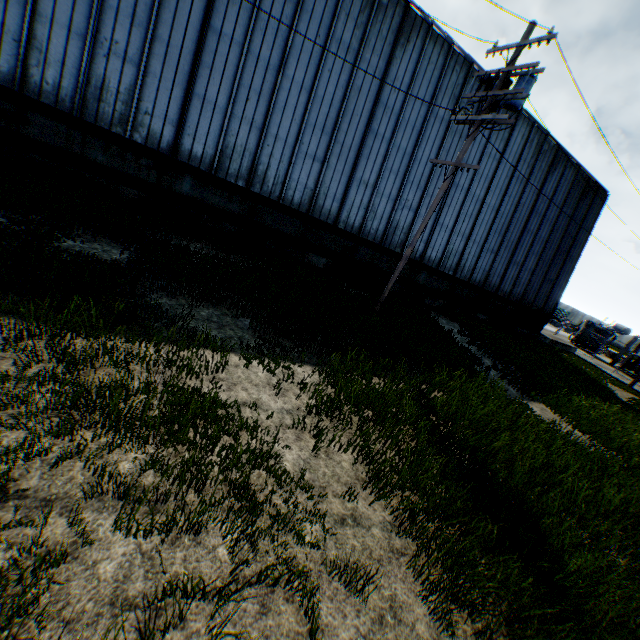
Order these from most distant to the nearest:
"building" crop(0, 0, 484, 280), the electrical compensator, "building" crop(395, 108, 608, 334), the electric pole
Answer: the electrical compensator
"building" crop(395, 108, 608, 334)
"building" crop(0, 0, 484, 280)
the electric pole

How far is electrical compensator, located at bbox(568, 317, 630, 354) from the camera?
32.4m

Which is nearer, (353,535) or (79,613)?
(79,613)

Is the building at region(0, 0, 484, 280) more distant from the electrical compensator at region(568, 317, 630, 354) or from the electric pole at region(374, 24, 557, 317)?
the electrical compensator at region(568, 317, 630, 354)

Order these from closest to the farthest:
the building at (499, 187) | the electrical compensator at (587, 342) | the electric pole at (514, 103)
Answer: the electric pole at (514, 103) < the building at (499, 187) < the electrical compensator at (587, 342)

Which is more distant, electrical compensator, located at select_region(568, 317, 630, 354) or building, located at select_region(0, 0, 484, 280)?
electrical compensator, located at select_region(568, 317, 630, 354)

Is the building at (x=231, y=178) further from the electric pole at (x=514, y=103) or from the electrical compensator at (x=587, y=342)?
the electrical compensator at (x=587, y=342)
